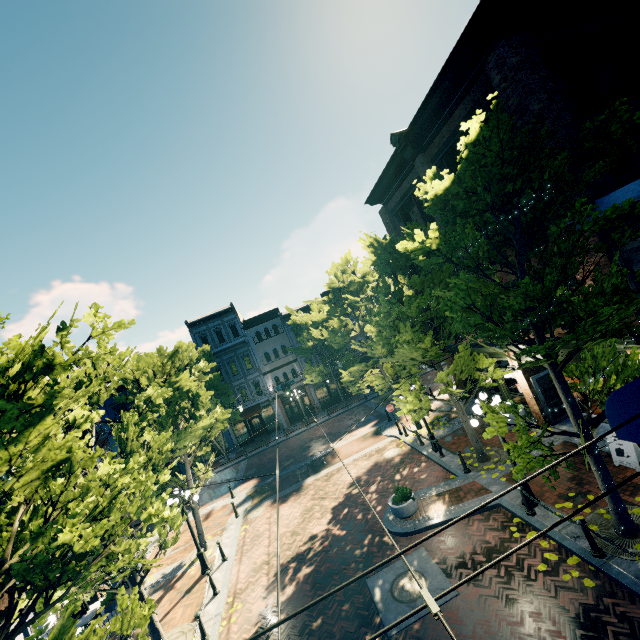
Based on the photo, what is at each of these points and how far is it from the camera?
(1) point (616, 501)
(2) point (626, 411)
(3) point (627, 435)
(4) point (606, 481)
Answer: (1) tree, 7.67m
(2) awning, 6.15m
(3) awning, 6.33m
(4) tree, 7.70m

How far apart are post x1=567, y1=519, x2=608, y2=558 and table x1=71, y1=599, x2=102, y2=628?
16.2 meters

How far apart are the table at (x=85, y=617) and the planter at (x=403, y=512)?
12.2m

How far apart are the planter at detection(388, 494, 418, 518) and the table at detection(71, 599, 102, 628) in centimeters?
1219cm

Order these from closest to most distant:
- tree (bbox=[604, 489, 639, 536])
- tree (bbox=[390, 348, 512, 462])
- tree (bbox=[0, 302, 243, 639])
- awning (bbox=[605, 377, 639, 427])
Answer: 1. tree (bbox=[0, 302, 243, 639])
2. awning (bbox=[605, 377, 639, 427])
3. tree (bbox=[604, 489, 639, 536])
4. tree (bbox=[390, 348, 512, 462])

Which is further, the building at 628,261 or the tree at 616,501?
the building at 628,261

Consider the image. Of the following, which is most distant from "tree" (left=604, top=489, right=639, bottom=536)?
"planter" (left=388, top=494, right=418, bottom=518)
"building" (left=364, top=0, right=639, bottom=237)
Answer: "planter" (left=388, top=494, right=418, bottom=518)

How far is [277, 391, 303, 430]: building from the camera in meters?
33.9
